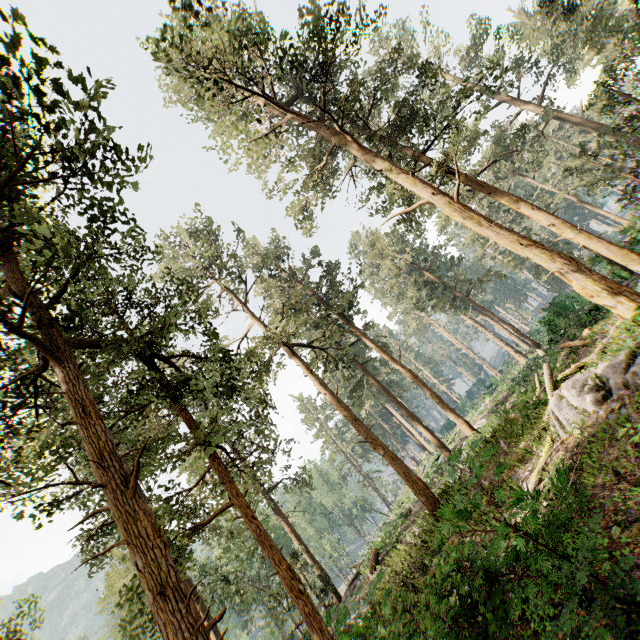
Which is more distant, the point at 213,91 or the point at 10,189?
the point at 213,91

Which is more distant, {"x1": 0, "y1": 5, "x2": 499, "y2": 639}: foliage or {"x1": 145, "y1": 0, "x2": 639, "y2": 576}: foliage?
{"x1": 145, "y1": 0, "x2": 639, "y2": 576}: foliage

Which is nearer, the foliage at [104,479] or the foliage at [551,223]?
the foliage at [104,479]
